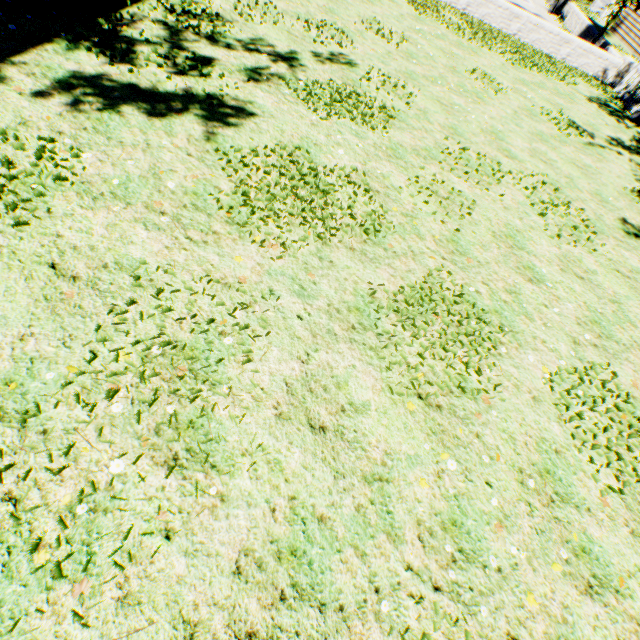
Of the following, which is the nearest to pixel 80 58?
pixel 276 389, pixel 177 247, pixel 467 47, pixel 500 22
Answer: pixel 177 247

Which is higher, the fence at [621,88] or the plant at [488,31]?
the fence at [621,88]

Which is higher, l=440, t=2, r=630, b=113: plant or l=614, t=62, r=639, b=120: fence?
l=614, t=62, r=639, b=120: fence
